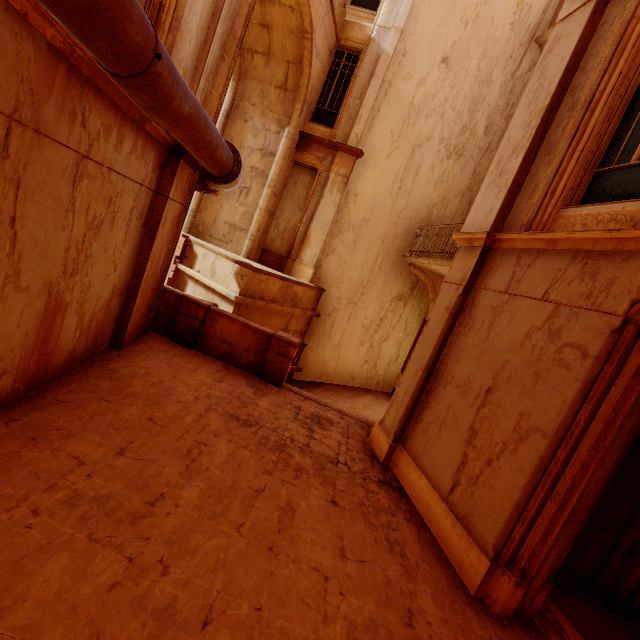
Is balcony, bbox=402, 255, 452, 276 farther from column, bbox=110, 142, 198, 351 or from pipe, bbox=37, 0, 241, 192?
column, bbox=110, 142, 198, 351

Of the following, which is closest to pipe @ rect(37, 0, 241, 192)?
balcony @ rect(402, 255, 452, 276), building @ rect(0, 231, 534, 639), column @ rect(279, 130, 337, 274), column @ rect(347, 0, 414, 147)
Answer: building @ rect(0, 231, 534, 639)

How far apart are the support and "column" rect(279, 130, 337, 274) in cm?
367

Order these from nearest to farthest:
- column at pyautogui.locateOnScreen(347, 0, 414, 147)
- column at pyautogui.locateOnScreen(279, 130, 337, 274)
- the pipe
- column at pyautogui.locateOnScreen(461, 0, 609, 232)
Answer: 1. the pipe
2. column at pyautogui.locateOnScreen(461, 0, 609, 232)
3. column at pyautogui.locateOnScreen(347, 0, 414, 147)
4. column at pyautogui.locateOnScreen(279, 130, 337, 274)

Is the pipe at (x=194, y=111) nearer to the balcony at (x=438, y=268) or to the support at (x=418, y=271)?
the balcony at (x=438, y=268)

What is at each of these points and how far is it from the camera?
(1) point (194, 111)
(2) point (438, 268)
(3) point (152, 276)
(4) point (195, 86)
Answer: (1) pipe, 3.53m
(2) balcony, 9.91m
(3) column, 6.61m
(4) column, 5.77m

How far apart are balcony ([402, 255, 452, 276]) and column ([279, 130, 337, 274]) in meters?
3.4

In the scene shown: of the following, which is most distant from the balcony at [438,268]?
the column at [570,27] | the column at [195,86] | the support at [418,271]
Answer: the column at [195,86]
